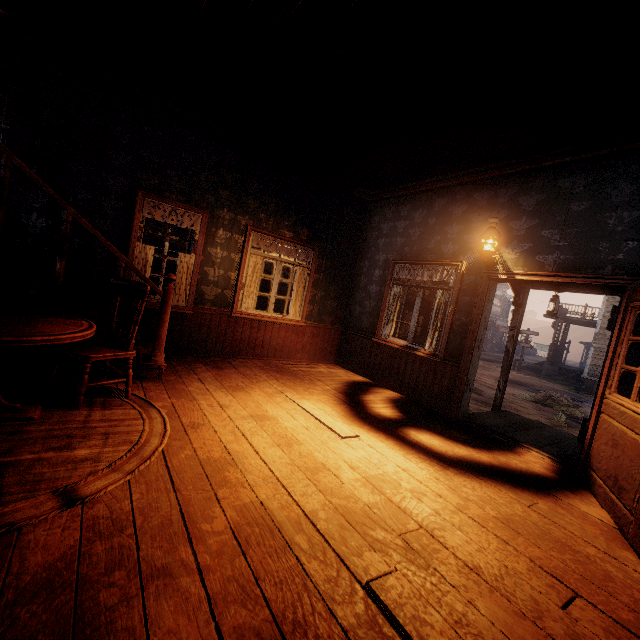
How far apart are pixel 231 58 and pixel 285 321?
4.08m

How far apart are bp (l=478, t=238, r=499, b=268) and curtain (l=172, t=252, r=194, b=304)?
4.48m

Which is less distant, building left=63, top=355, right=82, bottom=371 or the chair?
the chair

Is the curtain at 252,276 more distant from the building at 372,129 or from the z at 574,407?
the z at 574,407

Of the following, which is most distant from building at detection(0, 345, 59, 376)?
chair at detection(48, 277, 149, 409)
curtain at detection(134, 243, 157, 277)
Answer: chair at detection(48, 277, 149, 409)

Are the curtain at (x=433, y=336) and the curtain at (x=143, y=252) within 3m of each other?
no

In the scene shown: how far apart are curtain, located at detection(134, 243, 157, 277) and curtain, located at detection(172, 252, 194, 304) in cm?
35

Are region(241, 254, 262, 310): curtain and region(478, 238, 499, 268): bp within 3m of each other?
no
